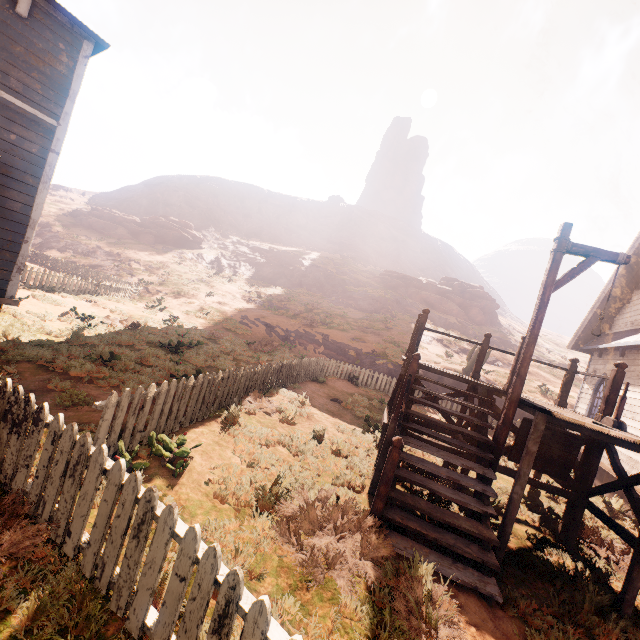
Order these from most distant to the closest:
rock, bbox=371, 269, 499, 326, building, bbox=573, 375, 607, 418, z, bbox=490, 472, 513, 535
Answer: rock, bbox=371, 269, 499, 326, building, bbox=573, 375, 607, 418, z, bbox=490, 472, 513, 535

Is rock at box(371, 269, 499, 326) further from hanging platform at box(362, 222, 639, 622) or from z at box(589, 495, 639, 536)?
hanging platform at box(362, 222, 639, 622)

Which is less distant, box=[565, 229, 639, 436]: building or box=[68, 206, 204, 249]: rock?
box=[565, 229, 639, 436]: building

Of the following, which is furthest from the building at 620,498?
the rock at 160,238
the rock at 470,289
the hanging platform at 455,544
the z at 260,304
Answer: the rock at 470,289

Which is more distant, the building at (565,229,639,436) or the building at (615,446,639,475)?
the building at (565,229,639,436)

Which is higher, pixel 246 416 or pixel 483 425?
pixel 483 425

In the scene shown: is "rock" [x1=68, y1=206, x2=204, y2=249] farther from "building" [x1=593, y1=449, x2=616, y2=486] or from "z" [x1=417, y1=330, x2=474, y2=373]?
"building" [x1=593, y1=449, x2=616, y2=486]

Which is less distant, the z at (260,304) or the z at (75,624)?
the z at (75,624)
